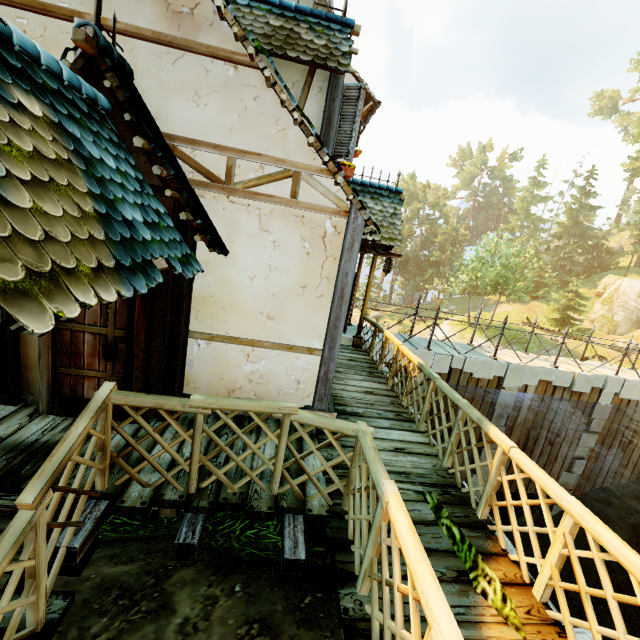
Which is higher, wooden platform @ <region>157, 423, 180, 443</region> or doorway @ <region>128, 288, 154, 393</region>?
doorway @ <region>128, 288, 154, 393</region>

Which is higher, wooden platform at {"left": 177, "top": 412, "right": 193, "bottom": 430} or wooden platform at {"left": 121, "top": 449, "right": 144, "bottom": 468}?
wooden platform at {"left": 177, "top": 412, "right": 193, "bottom": 430}

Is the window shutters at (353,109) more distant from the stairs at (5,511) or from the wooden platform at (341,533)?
the stairs at (5,511)

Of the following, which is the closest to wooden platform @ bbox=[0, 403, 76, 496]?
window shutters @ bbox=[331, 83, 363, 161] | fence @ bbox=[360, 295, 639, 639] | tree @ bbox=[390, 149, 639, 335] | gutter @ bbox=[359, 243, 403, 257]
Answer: fence @ bbox=[360, 295, 639, 639]

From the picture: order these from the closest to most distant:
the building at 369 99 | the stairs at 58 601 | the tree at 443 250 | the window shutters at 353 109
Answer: the stairs at 58 601 → the window shutters at 353 109 → the building at 369 99 → the tree at 443 250

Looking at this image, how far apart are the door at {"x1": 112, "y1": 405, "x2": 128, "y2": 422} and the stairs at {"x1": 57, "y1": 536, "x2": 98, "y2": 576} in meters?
1.1 m

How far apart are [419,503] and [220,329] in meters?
3.4

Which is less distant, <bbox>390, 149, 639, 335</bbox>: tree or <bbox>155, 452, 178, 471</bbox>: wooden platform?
<bbox>155, 452, 178, 471</bbox>: wooden platform
